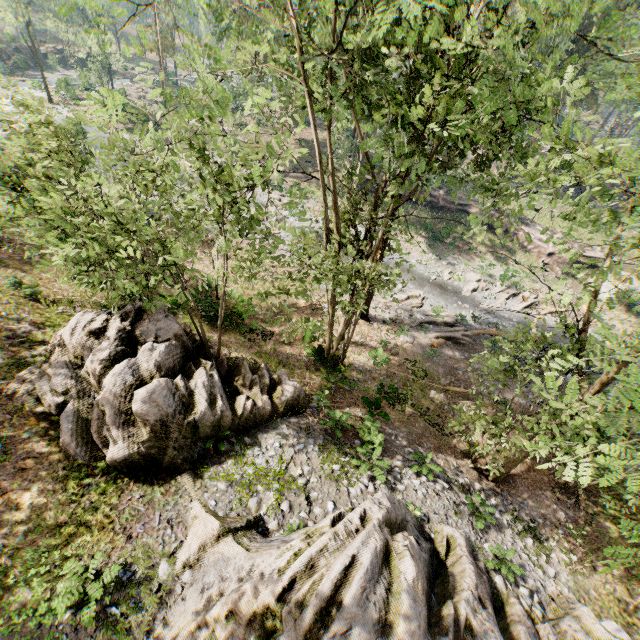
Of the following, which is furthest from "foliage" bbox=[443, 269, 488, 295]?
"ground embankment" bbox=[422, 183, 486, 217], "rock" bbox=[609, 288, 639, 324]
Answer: "rock" bbox=[609, 288, 639, 324]

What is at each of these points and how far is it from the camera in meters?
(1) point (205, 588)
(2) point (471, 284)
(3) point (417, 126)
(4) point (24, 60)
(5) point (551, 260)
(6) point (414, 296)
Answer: (1) rock, 7.5 m
(2) foliage, 28.2 m
(3) foliage, 8.2 m
(4) rock, 55.8 m
(5) ground embankment, 32.3 m
(6) foliage, 25.1 m

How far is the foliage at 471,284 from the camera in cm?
2775

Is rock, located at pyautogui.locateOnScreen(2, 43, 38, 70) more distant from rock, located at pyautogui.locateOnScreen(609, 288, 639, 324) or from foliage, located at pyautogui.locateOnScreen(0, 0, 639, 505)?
rock, located at pyautogui.locateOnScreen(609, 288, 639, 324)

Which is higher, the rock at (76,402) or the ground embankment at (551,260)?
the rock at (76,402)

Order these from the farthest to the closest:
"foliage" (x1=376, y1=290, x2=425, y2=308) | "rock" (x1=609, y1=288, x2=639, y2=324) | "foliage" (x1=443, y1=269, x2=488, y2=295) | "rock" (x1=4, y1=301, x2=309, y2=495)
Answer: "rock" (x1=609, y1=288, x2=639, y2=324), "foliage" (x1=443, y1=269, x2=488, y2=295), "foliage" (x1=376, y1=290, x2=425, y2=308), "rock" (x1=4, y1=301, x2=309, y2=495)

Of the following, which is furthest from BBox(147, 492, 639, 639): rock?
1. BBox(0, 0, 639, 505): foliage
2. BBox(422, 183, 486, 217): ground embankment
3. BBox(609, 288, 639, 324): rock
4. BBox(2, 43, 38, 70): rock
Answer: BBox(2, 43, 38, 70): rock

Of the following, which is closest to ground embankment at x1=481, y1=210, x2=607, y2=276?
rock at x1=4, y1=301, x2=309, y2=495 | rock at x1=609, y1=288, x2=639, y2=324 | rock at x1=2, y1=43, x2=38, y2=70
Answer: rock at x1=609, y1=288, x2=639, y2=324
